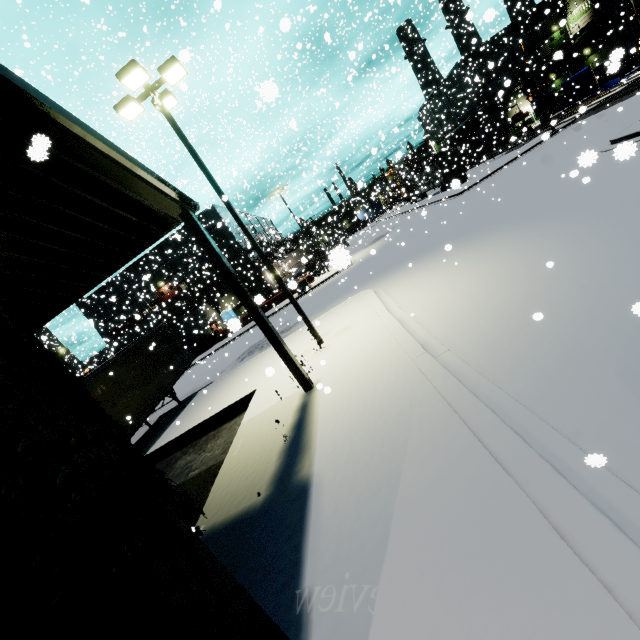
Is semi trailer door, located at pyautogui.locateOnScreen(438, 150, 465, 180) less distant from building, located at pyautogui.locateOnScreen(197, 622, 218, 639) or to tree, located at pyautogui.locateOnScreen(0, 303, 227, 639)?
building, located at pyautogui.locateOnScreen(197, 622, 218, 639)

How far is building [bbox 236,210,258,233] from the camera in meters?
25.9

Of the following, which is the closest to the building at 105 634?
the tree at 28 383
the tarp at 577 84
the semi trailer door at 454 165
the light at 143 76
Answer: the tree at 28 383

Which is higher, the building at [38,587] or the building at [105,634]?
the building at [38,587]

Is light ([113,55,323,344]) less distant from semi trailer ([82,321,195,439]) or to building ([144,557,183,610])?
building ([144,557,183,610])

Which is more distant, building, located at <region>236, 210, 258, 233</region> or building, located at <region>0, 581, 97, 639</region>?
building, located at <region>236, 210, 258, 233</region>

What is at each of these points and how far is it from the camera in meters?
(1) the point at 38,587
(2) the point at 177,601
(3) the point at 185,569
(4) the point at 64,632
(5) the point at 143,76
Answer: (1) building, 1.8 m
(2) building, 2.3 m
(3) building, 2.4 m
(4) building, 1.8 m
(5) light, 9.1 m

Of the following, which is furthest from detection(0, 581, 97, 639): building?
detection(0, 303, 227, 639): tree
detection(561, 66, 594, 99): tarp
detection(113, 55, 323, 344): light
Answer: detection(113, 55, 323, 344): light
